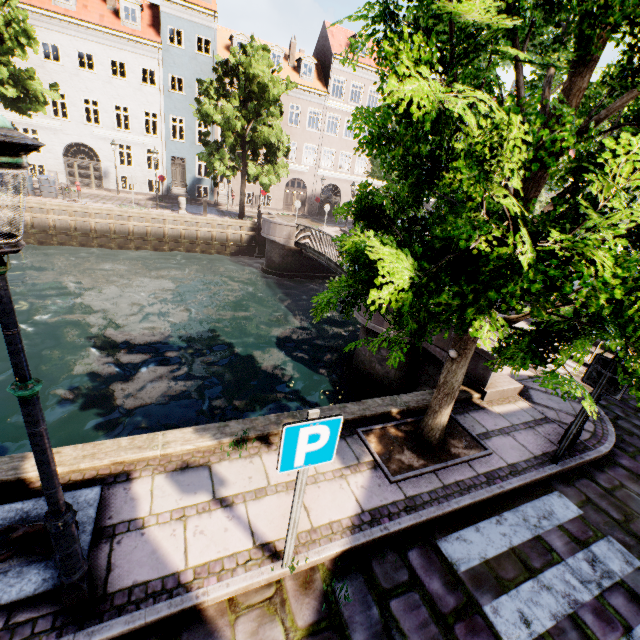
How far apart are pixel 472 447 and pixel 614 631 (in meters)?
2.31

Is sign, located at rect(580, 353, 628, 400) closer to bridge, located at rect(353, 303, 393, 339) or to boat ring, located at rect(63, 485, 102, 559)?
bridge, located at rect(353, 303, 393, 339)

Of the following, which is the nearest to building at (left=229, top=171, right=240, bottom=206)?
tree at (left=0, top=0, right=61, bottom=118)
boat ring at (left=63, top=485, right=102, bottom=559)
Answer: tree at (left=0, top=0, right=61, bottom=118)

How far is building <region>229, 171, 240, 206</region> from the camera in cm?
3022

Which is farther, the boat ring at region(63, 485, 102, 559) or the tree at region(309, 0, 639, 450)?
the boat ring at region(63, 485, 102, 559)

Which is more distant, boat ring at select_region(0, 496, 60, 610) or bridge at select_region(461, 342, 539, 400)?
bridge at select_region(461, 342, 539, 400)

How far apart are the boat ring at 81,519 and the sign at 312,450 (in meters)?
2.11

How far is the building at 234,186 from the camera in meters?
30.2
